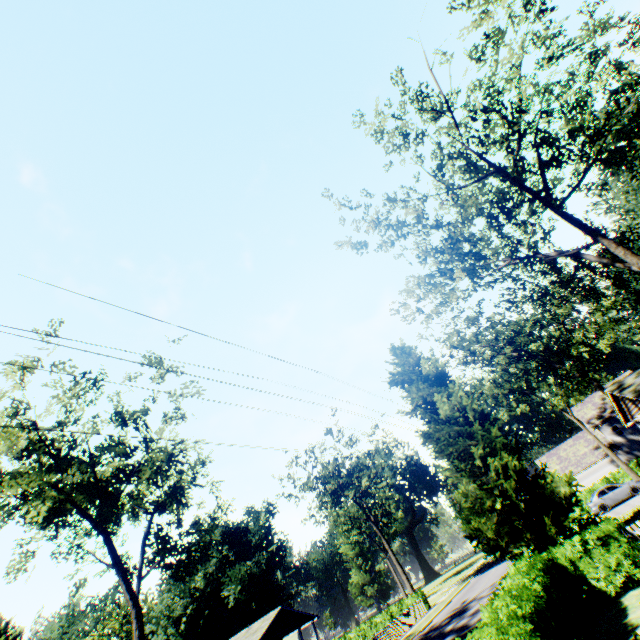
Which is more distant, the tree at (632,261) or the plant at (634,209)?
the plant at (634,209)

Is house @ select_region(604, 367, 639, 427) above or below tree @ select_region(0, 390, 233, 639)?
below

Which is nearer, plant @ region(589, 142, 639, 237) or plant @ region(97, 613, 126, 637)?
plant @ region(589, 142, 639, 237)

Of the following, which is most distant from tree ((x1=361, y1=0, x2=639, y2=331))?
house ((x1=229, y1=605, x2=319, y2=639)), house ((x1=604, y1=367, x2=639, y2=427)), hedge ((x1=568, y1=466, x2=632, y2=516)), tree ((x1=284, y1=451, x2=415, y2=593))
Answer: house ((x1=229, y1=605, x2=319, y2=639))

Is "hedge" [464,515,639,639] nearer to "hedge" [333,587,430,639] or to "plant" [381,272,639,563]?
"plant" [381,272,639,563]

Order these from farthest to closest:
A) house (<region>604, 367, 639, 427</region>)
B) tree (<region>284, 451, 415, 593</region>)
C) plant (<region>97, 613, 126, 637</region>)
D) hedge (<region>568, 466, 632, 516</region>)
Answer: plant (<region>97, 613, 126, 637</region>)
tree (<region>284, 451, 415, 593</region>)
hedge (<region>568, 466, 632, 516</region>)
house (<region>604, 367, 639, 427</region>)

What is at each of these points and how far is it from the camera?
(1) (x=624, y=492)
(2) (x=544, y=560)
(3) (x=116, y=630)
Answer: (1) car, 28.7 meters
(2) hedge, 12.0 meters
(3) plant, 58.7 meters

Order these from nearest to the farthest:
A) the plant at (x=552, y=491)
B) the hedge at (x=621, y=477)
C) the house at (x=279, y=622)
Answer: the plant at (x=552, y=491) < the house at (x=279, y=622) < the hedge at (x=621, y=477)
